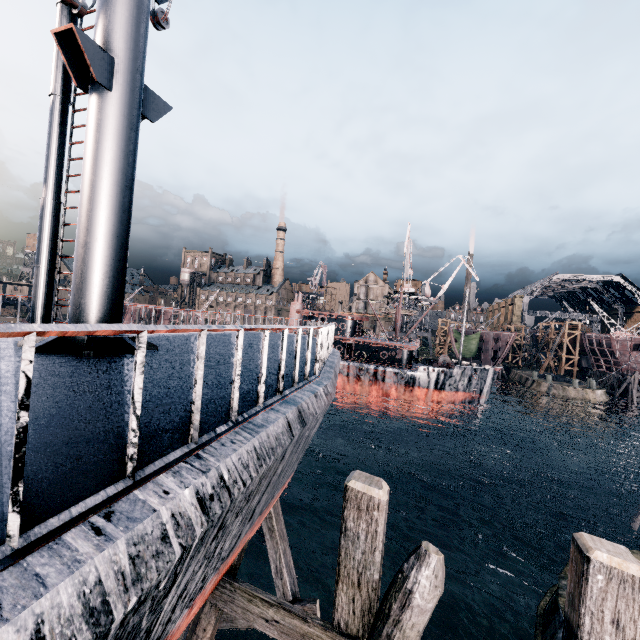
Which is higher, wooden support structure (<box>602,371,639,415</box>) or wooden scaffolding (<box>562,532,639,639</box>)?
wooden scaffolding (<box>562,532,639,639</box>)

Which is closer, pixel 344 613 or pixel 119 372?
pixel 344 613

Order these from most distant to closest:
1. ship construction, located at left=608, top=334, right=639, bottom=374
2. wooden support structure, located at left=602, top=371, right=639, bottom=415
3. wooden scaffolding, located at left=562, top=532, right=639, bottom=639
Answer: ship construction, located at left=608, top=334, right=639, bottom=374
wooden support structure, located at left=602, top=371, right=639, bottom=415
wooden scaffolding, located at left=562, top=532, right=639, bottom=639

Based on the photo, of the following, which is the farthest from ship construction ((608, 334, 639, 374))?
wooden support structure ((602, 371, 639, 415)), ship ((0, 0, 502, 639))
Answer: ship ((0, 0, 502, 639))

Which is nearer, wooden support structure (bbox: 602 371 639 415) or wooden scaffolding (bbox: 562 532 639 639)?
wooden scaffolding (bbox: 562 532 639 639)

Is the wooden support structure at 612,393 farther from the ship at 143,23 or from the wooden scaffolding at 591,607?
the wooden scaffolding at 591,607

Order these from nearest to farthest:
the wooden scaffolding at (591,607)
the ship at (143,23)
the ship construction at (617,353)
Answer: the ship at (143,23) < the wooden scaffolding at (591,607) < the ship construction at (617,353)

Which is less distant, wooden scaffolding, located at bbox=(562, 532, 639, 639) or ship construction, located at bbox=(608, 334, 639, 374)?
wooden scaffolding, located at bbox=(562, 532, 639, 639)
